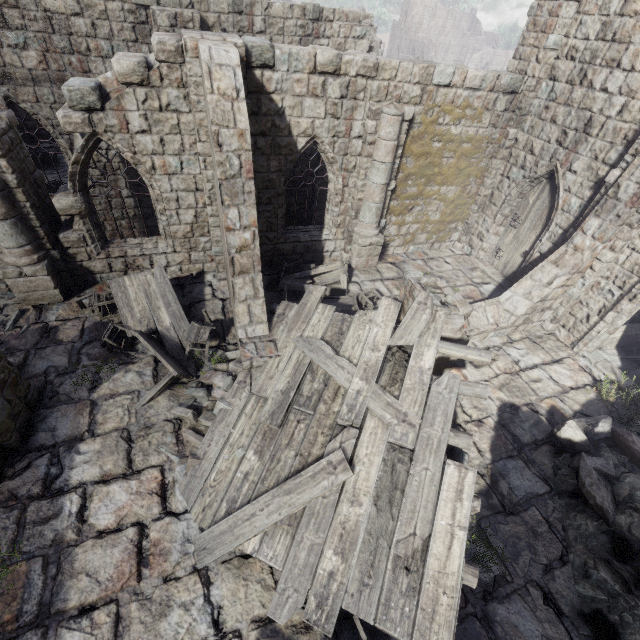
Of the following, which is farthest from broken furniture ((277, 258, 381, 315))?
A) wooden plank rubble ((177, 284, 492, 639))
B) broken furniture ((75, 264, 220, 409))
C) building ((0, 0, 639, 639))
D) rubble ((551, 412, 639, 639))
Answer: rubble ((551, 412, 639, 639))

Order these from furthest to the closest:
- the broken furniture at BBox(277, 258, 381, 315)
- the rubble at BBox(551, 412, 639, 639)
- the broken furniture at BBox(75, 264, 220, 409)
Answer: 1. the broken furniture at BBox(277, 258, 381, 315)
2. the broken furniture at BBox(75, 264, 220, 409)
3. the rubble at BBox(551, 412, 639, 639)

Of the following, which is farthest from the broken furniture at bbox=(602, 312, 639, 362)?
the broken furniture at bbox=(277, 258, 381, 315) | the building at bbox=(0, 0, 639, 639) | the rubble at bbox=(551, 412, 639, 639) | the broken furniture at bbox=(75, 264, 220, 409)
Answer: the broken furniture at bbox=(75, 264, 220, 409)

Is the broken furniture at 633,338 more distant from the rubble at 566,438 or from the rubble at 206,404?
the rubble at 206,404

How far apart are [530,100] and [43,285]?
15.40m

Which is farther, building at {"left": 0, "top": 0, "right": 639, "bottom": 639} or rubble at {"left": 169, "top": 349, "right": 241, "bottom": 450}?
rubble at {"left": 169, "top": 349, "right": 241, "bottom": 450}

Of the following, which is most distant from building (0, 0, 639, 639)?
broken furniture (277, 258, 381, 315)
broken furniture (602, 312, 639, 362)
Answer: broken furniture (602, 312, 639, 362)

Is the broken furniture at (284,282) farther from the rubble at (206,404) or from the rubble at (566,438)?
the rubble at (566,438)
